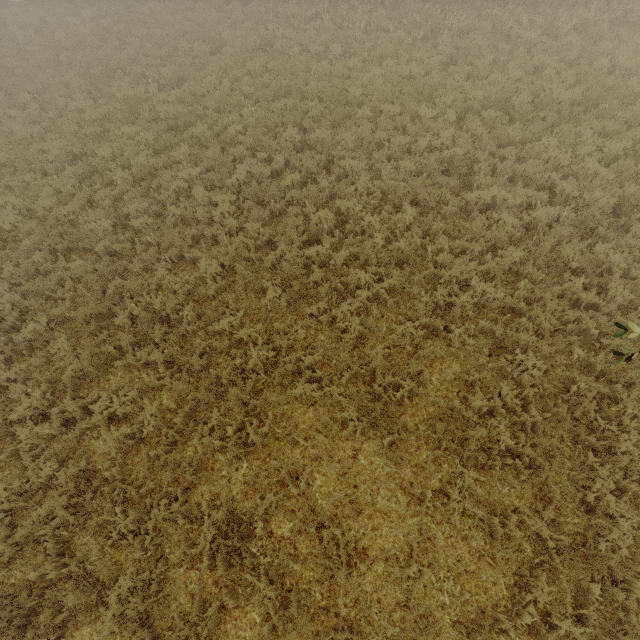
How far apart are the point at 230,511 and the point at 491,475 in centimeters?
420cm
